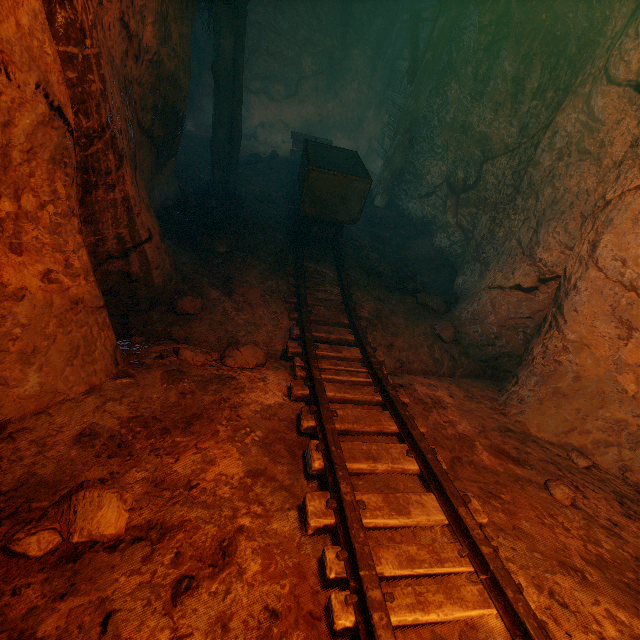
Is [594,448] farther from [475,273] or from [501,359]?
[475,273]

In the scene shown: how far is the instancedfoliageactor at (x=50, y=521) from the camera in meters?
1.4

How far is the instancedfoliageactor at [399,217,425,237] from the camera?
7.60m

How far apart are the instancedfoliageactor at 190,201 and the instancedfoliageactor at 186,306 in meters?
2.9

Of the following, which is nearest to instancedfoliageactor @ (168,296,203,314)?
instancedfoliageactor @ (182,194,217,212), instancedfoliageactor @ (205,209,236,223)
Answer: instancedfoliageactor @ (205,209,236,223)

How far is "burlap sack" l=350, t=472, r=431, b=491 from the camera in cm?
218

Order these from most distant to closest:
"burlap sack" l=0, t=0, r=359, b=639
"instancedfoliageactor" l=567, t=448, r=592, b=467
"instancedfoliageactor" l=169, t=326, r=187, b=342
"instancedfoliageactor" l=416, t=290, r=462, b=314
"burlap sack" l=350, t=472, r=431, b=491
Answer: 1. "instancedfoliageactor" l=416, t=290, r=462, b=314
2. "instancedfoliageactor" l=169, t=326, r=187, b=342
3. "instancedfoliageactor" l=567, t=448, r=592, b=467
4. "burlap sack" l=350, t=472, r=431, b=491
5. "burlap sack" l=0, t=0, r=359, b=639

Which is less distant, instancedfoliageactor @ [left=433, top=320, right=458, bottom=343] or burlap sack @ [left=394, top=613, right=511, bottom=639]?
burlap sack @ [left=394, top=613, right=511, bottom=639]
